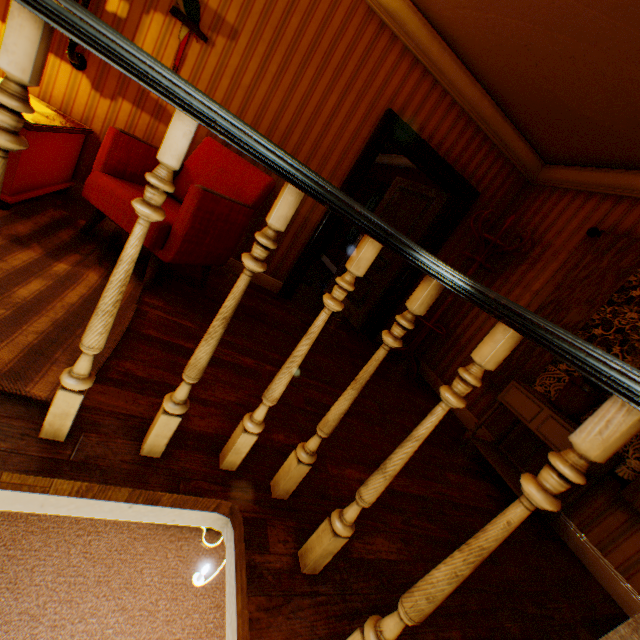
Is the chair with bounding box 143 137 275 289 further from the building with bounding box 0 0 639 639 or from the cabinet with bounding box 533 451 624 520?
the cabinet with bounding box 533 451 624 520

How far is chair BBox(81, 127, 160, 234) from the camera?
2.27m

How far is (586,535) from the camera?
2.6 meters

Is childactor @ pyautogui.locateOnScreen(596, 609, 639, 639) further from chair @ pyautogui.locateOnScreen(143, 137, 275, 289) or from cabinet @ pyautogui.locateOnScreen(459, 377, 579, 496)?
chair @ pyautogui.locateOnScreen(143, 137, 275, 289)

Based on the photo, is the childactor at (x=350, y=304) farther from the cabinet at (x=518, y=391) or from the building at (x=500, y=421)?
the cabinet at (x=518, y=391)

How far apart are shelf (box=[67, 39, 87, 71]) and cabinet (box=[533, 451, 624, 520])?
4.5 meters

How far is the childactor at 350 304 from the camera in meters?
4.7

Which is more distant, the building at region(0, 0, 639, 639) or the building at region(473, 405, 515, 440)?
the building at region(473, 405, 515, 440)
